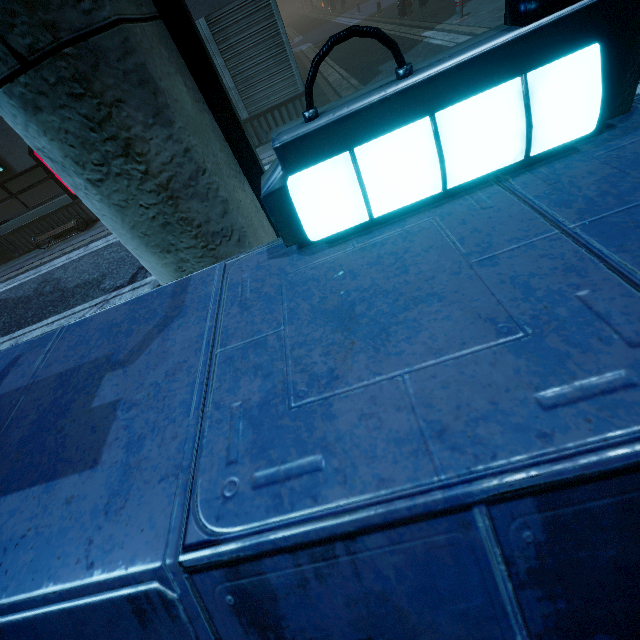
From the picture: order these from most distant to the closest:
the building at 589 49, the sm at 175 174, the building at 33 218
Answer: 1. the building at 33 218
2. the sm at 175 174
3. the building at 589 49

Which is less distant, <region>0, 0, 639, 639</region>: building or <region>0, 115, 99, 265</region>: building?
<region>0, 0, 639, 639</region>: building

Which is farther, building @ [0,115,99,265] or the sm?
building @ [0,115,99,265]

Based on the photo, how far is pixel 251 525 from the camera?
0.7m

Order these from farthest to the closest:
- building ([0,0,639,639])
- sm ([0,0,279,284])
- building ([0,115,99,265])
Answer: building ([0,115,99,265]) < sm ([0,0,279,284]) < building ([0,0,639,639])

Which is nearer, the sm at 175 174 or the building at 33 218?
the sm at 175 174
